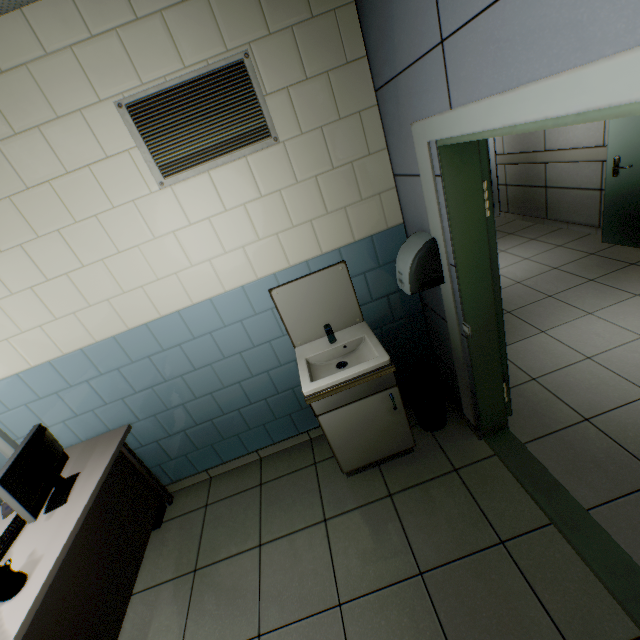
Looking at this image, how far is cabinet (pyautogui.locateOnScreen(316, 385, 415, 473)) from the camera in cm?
220

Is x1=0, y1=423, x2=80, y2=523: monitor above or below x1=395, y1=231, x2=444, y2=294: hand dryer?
below

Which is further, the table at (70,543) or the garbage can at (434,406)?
the garbage can at (434,406)

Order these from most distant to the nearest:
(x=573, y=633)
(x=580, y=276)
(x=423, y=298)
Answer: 1. (x=580, y=276)
2. (x=423, y=298)
3. (x=573, y=633)

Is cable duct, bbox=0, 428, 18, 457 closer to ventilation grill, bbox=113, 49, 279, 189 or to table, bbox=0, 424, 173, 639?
table, bbox=0, 424, 173, 639

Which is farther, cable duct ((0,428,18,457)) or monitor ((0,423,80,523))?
cable duct ((0,428,18,457))

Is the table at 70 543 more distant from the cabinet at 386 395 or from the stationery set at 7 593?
the cabinet at 386 395

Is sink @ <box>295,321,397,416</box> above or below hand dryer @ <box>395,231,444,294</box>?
below
